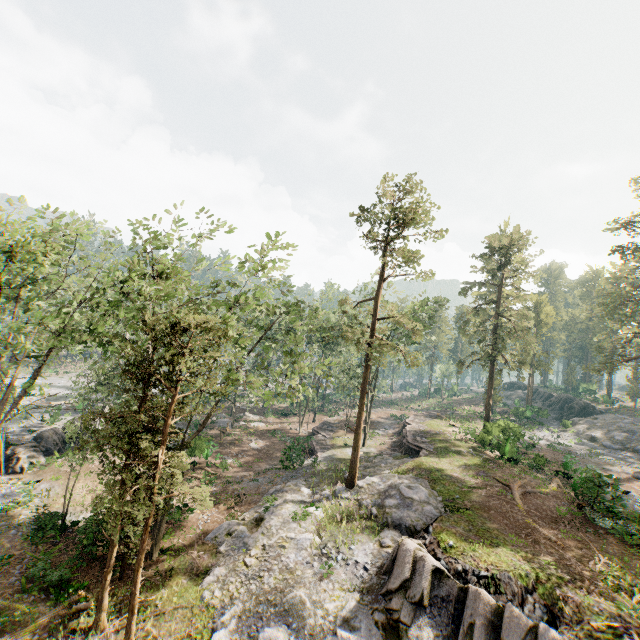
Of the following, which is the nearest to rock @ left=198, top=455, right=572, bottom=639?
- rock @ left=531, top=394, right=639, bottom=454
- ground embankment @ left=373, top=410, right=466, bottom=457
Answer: ground embankment @ left=373, top=410, right=466, bottom=457

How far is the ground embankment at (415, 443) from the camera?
31.35m

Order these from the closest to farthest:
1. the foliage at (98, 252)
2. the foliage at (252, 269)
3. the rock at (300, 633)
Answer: the rock at (300, 633) < the foliage at (98, 252) < the foliage at (252, 269)

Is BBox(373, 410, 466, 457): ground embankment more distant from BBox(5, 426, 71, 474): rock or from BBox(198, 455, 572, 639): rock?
BBox(5, 426, 71, 474): rock

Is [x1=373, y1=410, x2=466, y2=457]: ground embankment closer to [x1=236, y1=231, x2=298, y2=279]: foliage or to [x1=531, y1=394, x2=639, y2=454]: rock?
[x1=236, y1=231, x2=298, y2=279]: foliage

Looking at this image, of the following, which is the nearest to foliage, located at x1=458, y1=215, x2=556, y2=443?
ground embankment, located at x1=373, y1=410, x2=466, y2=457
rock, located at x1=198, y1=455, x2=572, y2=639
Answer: rock, located at x1=198, y1=455, x2=572, y2=639

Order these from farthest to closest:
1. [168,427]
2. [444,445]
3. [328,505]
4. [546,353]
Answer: [546,353] → [444,445] → [328,505] → [168,427]

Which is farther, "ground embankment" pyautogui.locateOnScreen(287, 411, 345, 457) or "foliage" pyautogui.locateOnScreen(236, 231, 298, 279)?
"ground embankment" pyautogui.locateOnScreen(287, 411, 345, 457)
